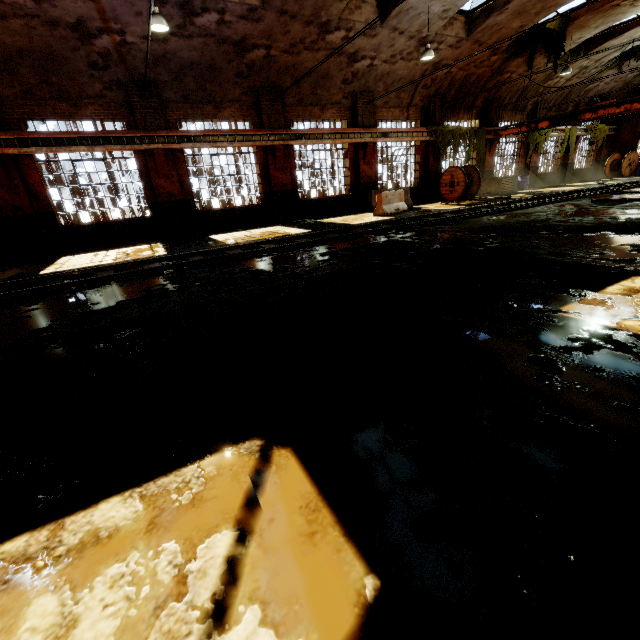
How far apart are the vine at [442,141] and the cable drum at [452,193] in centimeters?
38cm

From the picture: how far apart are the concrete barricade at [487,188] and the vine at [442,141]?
1.01m

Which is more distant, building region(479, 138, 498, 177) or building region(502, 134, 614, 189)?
building region(502, 134, 614, 189)

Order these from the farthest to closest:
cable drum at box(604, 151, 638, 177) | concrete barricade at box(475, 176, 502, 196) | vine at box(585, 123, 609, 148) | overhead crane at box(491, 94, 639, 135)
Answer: cable drum at box(604, 151, 638, 177) → vine at box(585, 123, 609, 148) → concrete barricade at box(475, 176, 502, 196) → overhead crane at box(491, 94, 639, 135)

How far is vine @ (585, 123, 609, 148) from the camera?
24.8 meters

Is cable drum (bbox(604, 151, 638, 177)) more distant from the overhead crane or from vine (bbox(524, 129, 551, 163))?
the overhead crane

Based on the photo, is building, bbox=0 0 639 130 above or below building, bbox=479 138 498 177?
above

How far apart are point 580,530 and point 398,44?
18.3m
